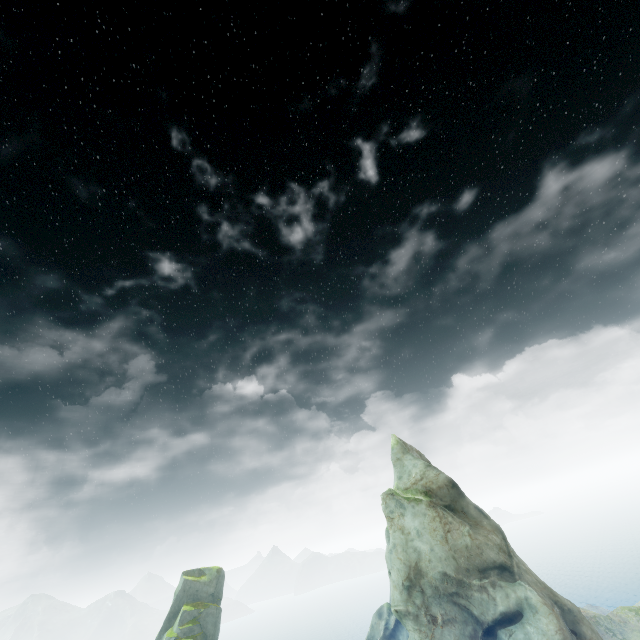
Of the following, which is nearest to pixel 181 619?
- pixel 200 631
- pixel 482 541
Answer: pixel 200 631
